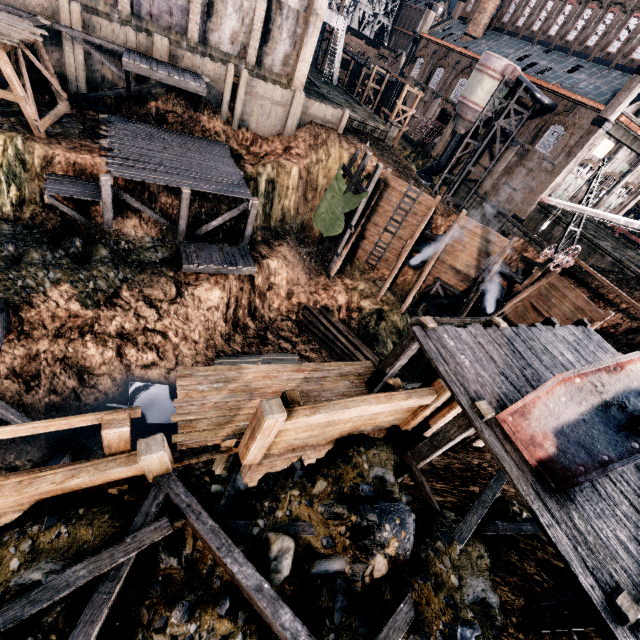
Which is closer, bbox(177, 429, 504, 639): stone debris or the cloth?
bbox(177, 429, 504, 639): stone debris

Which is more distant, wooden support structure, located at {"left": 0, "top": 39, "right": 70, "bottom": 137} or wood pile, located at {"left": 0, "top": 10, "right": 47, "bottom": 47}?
wooden support structure, located at {"left": 0, "top": 39, "right": 70, "bottom": 137}

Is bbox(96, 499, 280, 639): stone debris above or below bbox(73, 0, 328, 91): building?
below

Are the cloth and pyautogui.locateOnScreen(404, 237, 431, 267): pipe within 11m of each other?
yes

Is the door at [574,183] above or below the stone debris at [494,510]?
above

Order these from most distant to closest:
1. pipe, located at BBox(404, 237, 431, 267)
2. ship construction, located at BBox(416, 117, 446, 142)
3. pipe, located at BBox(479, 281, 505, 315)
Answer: ship construction, located at BBox(416, 117, 446, 142) → pipe, located at BBox(404, 237, 431, 267) → pipe, located at BBox(479, 281, 505, 315)

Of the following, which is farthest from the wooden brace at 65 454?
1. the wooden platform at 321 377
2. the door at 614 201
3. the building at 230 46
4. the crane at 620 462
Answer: the door at 614 201

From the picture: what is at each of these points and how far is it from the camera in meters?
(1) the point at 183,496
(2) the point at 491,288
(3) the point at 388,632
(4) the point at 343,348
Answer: (1) wooden scaffolding, 5.6 m
(2) pipe, 28.7 m
(3) wooden scaffolding, 4.9 m
(4) wood pile, 26.8 m
